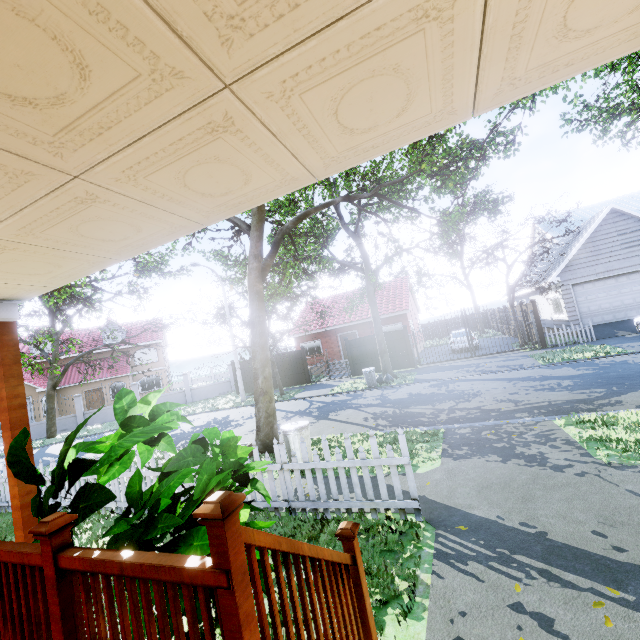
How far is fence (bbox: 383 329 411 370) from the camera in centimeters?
1939cm

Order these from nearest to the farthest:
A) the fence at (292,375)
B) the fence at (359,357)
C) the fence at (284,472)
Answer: the fence at (284,472) → the fence at (359,357) → the fence at (292,375)

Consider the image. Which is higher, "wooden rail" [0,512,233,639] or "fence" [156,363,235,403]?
"wooden rail" [0,512,233,639]

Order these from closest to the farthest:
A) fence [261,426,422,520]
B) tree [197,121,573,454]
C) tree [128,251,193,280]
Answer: fence [261,426,422,520]
tree [197,121,573,454]
tree [128,251,193,280]

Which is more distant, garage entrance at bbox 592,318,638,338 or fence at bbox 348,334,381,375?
fence at bbox 348,334,381,375

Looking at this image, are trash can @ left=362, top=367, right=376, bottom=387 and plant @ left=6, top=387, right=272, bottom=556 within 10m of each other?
no

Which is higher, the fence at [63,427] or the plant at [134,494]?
the plant at [134,494]

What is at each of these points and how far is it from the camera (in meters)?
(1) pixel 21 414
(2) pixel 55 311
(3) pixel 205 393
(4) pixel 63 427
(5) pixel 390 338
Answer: (1) wooden, 3.34
(2) tree, 21.17
(3) fence, 26.89
(4) fence, 23.03
(5) fence, 19.70
